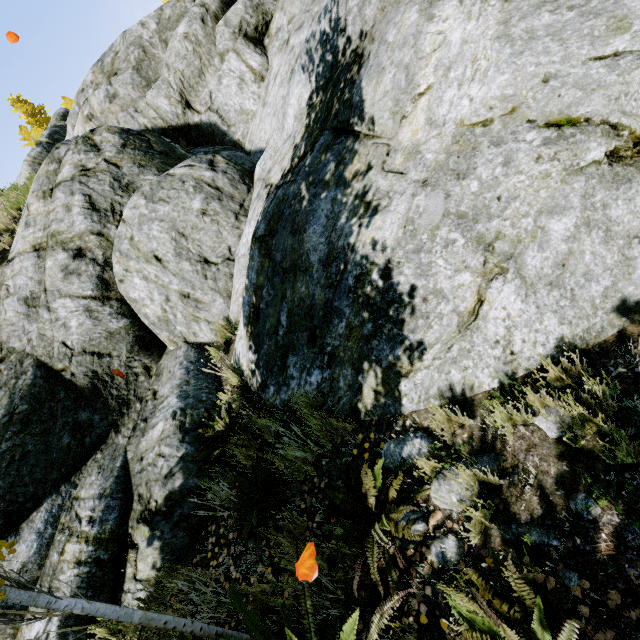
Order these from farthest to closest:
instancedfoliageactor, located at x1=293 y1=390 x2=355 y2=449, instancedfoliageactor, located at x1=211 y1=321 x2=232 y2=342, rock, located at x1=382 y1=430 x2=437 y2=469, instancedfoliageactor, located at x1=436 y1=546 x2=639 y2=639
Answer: instancedfoliageactor, located at x1=211 y1=321 x2=232 y2=342
instancedfoliageactor, located at x1=293 y1=390 x2=355 y2=449
rock, located at x1=382 y1=430 x2=437 y2=469
instancedfoliageactor, located at x1=436 y1=546 x2=639 y2=639

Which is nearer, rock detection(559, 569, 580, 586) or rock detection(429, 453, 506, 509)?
rock detection(559, 569, 580, 586)

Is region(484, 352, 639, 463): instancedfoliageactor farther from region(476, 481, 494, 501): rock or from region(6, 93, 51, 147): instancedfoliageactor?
region(6, 93, 51, 147): instancedfoliageactor

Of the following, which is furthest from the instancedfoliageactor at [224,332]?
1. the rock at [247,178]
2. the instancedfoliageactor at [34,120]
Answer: the instancedfoliageactor at [34,120]

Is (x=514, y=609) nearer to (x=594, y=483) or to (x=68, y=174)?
(x=594, y=483)

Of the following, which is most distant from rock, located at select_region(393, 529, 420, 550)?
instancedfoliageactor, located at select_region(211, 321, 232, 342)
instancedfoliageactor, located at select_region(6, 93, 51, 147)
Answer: instancedfoliageactor, located at select_region(6, 93, 51, 147)

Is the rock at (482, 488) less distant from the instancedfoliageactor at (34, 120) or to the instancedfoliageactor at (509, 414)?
the instancedfoliageactor at (509, 414)

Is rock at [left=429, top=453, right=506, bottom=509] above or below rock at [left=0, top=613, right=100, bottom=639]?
below
